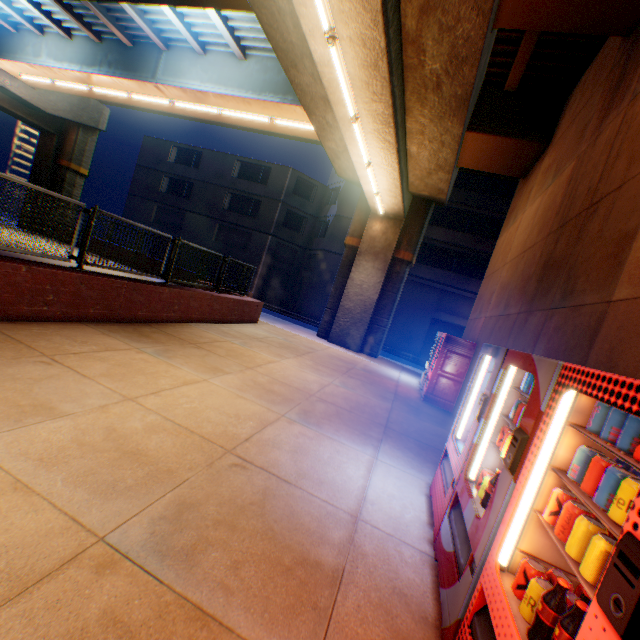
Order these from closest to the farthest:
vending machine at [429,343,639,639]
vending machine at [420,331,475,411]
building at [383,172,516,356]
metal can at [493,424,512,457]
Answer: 1. vending machine at [429,343,639,639]
2. metal can at [493,424,512,457]
3. vending machine at [420,331,475,411]
4. building at [383,172,516,356]

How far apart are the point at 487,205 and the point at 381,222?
13.7 meters

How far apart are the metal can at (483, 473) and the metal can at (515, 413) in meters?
0.5

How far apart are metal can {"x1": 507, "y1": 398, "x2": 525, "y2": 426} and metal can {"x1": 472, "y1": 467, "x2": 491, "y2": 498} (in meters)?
0.49

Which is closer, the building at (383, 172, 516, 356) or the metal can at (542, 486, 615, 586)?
the metal can at (542, 486, 615, 586)

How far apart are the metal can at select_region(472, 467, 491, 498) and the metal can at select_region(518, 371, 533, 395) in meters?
0.8 m

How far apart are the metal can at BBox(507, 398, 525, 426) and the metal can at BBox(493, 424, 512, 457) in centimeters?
8cm

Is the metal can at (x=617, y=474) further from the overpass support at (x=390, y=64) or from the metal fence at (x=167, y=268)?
the metal fence at (x=167, y=268)
